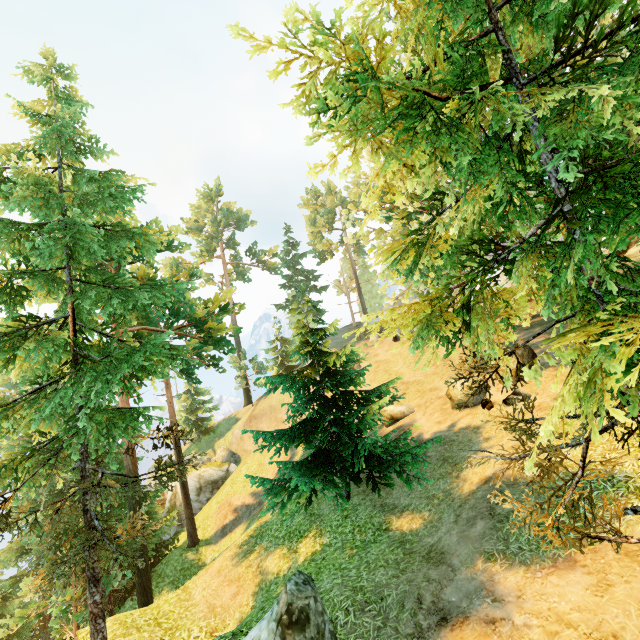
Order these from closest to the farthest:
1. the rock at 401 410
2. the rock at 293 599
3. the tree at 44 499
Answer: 1. the tree at 44 499
2. the rock at 293 599
3. the rock at 401 410

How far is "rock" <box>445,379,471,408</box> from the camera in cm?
1451

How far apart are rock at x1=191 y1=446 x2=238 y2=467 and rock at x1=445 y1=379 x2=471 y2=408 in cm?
2739

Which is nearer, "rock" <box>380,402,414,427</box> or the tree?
the tree

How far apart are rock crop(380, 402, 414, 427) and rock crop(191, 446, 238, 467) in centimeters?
2260cm

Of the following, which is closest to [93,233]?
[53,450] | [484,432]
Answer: [53,450]

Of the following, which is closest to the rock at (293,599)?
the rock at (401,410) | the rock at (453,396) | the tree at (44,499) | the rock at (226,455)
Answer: the tree at (44,499)

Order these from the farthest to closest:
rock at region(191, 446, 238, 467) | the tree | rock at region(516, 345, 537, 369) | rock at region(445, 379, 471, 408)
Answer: rock at region(191, 446, 238, 467) < rock at region(445, 379, 471, 408) < rock at region(516, 345, 537, 369) < the tree
